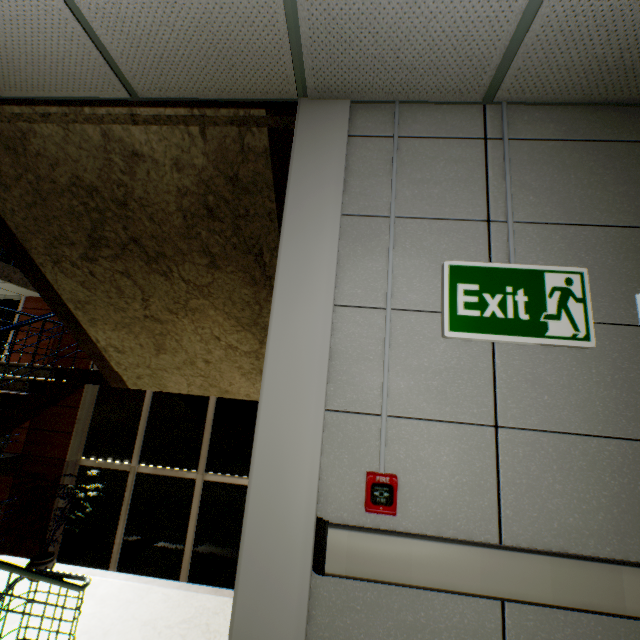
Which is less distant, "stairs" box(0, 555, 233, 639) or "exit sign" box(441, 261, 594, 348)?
"exit sign" box(441, 261, 594, 348)

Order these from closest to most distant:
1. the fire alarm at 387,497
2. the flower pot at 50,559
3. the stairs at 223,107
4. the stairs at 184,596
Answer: the fire alarm at 387,497
the stairs at 223,107
the stairs at 184,596
the flower pot at 50,559

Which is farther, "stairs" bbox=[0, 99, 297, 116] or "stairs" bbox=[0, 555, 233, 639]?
"stairs" bbox=[0, 555, 233, 639]

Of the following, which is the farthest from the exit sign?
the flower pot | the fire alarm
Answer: the flower pot

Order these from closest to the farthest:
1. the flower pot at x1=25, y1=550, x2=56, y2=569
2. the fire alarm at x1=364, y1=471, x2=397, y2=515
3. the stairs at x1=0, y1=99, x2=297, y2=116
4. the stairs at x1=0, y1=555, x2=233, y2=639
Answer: the fire alarm at x1=364, y1=471, x2=397, y2=515
the stairs at x1=0, y1=99, x2=297, y2=116
the stairs at x1=0, y1=555, x2=233, y2=639
the flower pot at x1=25, y1=550, x2=56, y2=569

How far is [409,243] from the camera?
1.6 meters

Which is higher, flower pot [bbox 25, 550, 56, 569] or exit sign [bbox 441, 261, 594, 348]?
exit sign [bbox 441, 261, 594, 348]

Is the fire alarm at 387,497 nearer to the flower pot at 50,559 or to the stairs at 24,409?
the stairs at 24,409
